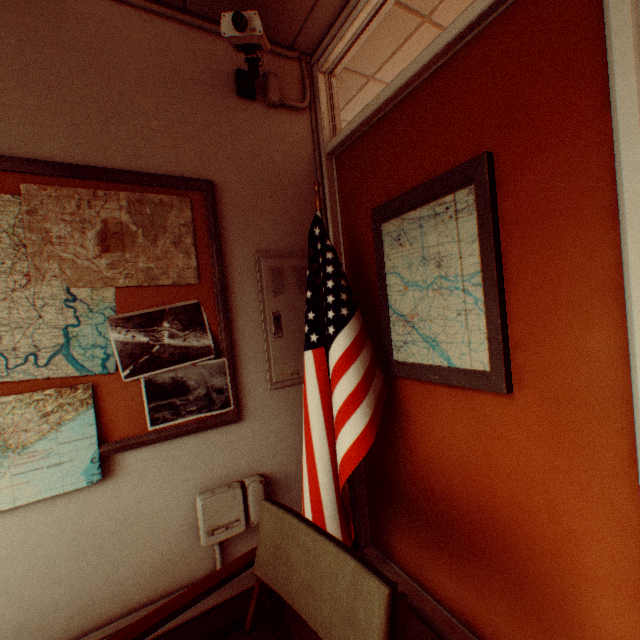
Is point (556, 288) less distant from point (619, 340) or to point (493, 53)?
point (619, 340)

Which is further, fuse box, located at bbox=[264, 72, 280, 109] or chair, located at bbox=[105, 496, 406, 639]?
fuse box, located at bbox=[264, 72, 280, 109]

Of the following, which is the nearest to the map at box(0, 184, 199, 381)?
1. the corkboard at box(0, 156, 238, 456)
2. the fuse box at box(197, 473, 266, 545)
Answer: the corkboard at box(0, 156, 238, 456)

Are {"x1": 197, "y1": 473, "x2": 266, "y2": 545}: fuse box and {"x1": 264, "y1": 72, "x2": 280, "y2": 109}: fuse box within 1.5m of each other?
no

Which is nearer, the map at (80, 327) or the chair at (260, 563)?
the chair at (260, 563)

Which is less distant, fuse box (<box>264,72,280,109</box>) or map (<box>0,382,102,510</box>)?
map (<box>0,382,102,510</box>)

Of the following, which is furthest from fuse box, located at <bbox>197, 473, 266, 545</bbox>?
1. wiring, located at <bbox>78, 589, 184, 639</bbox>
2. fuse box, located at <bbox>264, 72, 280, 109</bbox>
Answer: fuse box, located at <bbox>264, 72, 280, 109</bbox>
